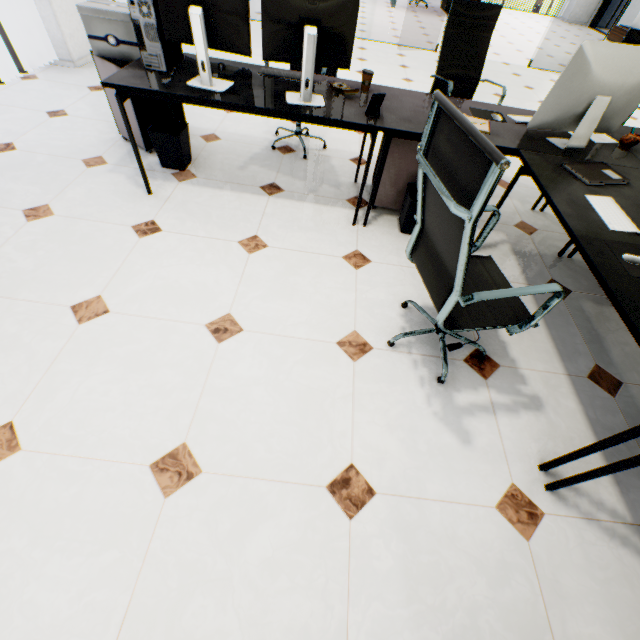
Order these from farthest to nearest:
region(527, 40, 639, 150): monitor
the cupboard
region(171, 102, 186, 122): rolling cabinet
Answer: the cupboard
region(171, 102, 186, 122): rolling cabinet
region(527, 40, 639, 150): monitor

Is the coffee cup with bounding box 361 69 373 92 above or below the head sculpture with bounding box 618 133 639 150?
above

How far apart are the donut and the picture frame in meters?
0.3

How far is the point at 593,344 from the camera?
2.1 meters

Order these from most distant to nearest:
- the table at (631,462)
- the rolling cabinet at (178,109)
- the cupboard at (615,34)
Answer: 1. the cupboard at (615,34)
2. the rolling cabinet at (178,109)
3. the table at (631,462)

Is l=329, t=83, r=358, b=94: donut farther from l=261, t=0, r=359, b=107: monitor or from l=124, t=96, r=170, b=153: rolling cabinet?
l=124, t=96, r=170, b=153: rolling cabinet

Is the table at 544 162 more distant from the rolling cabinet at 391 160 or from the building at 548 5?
the building at 548 5

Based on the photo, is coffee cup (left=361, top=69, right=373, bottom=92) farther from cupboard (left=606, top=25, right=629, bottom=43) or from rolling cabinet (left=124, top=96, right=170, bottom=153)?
cupboard (left=606, top=25, right=629, bottom=43)
